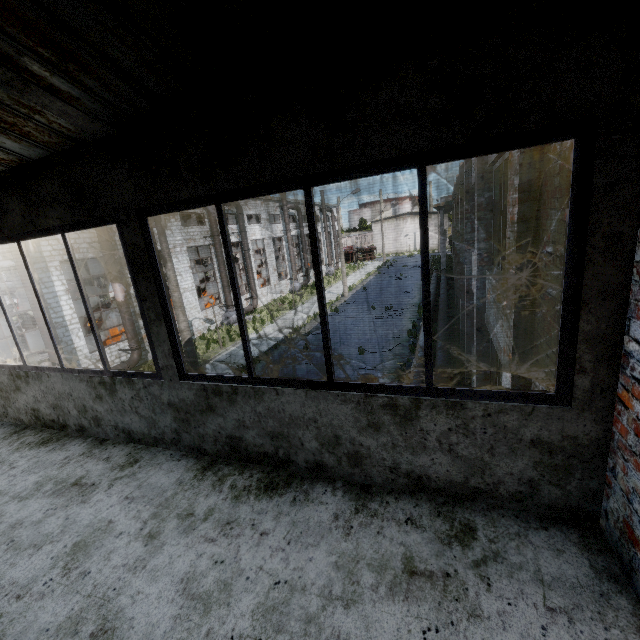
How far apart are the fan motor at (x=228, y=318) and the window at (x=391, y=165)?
24.5 meters

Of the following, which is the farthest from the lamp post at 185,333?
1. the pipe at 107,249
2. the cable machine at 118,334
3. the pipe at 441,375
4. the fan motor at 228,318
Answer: the fan motor at 228,318

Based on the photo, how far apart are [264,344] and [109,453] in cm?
1810

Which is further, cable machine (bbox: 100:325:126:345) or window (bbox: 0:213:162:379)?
cable machine (bbox: 100:325:126:345)

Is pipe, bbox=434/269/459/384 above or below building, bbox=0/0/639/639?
below

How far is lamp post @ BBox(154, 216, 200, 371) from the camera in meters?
11.8

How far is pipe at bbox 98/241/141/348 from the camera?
17.5m

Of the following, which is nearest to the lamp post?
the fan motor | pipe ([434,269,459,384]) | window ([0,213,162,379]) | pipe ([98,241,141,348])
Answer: pipe ([98,241,141,348])
